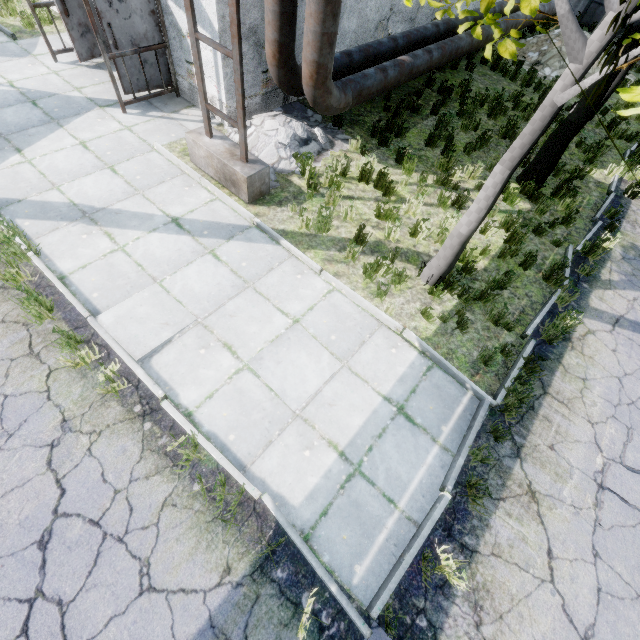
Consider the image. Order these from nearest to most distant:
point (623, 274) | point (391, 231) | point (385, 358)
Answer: point (385, 358) → point (391, 231) → point (623, 274)

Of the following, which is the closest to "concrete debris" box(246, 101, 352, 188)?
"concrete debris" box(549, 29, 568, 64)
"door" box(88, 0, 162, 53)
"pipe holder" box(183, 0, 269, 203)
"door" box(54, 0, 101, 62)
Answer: "pipe holder" box(183, 0, 269, 203)

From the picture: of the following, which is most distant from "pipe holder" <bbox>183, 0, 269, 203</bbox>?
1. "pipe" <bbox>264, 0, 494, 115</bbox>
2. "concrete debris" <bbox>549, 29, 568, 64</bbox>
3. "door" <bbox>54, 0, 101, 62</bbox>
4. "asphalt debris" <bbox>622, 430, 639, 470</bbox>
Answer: "concrete debris" <bbox>549, 29, 568, 64</bbox>

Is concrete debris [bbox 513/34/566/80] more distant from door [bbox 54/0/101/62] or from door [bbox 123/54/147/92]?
door [bbox 54/0/101/62]

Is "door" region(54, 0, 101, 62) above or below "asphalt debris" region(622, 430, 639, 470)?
above

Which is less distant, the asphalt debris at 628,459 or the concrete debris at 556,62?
the asphalt debris at 628,459

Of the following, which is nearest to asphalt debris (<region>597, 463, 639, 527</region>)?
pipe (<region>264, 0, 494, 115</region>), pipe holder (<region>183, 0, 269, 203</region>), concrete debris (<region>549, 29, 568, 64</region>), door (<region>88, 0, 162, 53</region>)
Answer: pipe holder (<region>183, 0, 269, 203</region>)

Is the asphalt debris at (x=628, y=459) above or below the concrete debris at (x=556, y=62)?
below
